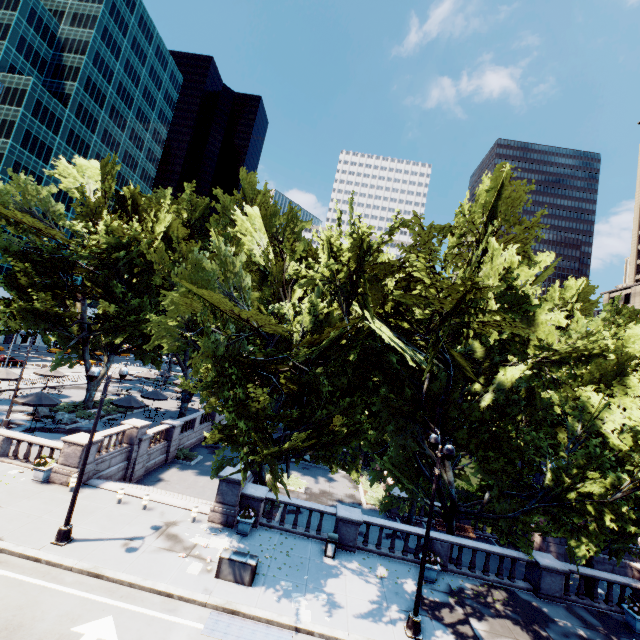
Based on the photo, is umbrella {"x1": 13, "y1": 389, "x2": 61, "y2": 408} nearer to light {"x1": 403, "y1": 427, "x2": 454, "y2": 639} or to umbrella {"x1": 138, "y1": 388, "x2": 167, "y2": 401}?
light {"x1": 403, "y1": 427, "x2": 454, "y2": 639}

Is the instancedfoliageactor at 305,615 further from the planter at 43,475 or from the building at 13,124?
the building at 13,124

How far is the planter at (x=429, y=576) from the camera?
15.4m

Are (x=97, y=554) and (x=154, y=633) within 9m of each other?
yes

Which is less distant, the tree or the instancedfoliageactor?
the instancedfoliageactor

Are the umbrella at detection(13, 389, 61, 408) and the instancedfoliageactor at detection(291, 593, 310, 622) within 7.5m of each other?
no

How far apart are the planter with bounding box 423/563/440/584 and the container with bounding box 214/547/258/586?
8.0m

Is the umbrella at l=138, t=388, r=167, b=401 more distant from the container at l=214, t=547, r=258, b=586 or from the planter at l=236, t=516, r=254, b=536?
the container at l=214, t=547, r=258, b=586
